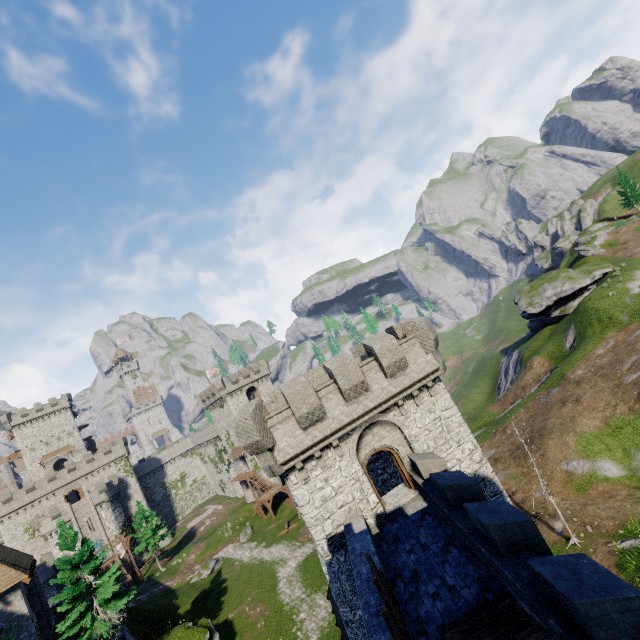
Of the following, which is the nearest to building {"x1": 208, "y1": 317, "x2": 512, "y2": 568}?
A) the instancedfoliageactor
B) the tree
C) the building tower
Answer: the tree

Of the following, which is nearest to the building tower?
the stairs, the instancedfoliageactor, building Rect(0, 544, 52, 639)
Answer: the instancedfoliageactor

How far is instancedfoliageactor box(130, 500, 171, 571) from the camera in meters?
50.8

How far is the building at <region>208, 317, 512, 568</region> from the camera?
15.1 meters

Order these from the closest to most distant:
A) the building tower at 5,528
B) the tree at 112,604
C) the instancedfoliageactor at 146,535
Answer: the tree at 112,604 < the instancedfoliageactor at 146,535 < the building tower at 5,528

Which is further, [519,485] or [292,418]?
[519,485]

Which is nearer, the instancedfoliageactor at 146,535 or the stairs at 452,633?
the stairs at 452,633

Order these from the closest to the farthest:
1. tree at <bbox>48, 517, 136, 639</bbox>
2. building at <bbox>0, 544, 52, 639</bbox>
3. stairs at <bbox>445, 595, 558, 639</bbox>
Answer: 1. stairs at <bbox>445, 595, 558, 639</bbox>
2. tree at <bbox>48, 517, 136, 639</bbox>
3. building at <bbox>0, 544, 52, 639</bbox>
